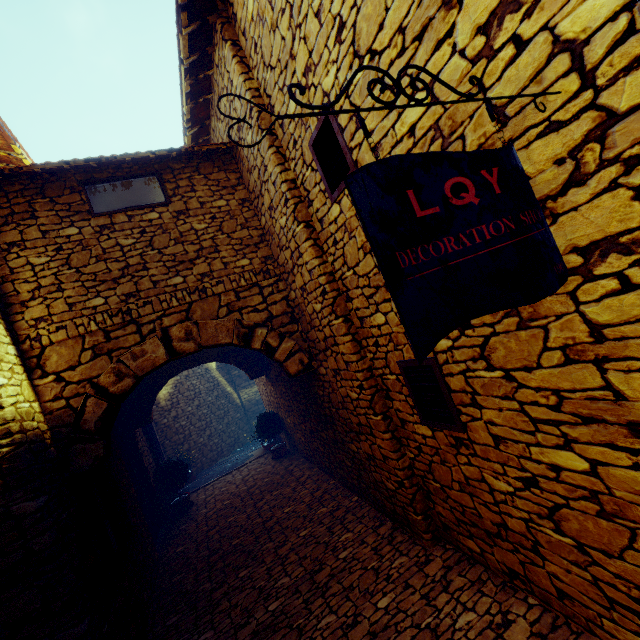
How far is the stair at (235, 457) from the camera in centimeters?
943cm

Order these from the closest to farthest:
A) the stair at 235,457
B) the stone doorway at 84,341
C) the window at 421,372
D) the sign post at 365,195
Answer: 1. the sign post at 365,195
2. the window at 421,372
3. the stone doorway at 84,341
4. the stair at 235,457

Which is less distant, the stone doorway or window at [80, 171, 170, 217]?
the stone doorway

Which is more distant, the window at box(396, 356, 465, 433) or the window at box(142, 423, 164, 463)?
the window at box(142, 423, 164, 463)

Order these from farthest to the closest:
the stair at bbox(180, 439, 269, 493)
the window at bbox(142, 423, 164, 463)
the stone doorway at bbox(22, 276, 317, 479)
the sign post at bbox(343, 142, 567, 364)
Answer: the stair at bbox(180, 439, 269, 493) < the window at bbox(142, 423, 164, 463) < the stone doorway at bbox(22, 276, 317, 479) < the sign post at bbox(343, 142, 567, 364)

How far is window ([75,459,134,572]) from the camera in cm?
395

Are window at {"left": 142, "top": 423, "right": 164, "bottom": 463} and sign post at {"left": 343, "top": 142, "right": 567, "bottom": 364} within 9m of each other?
no

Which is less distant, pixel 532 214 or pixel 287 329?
pixel 532 214
